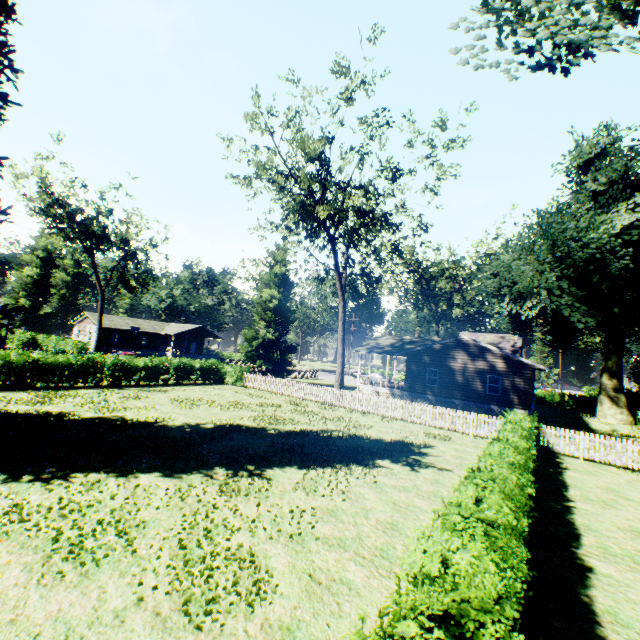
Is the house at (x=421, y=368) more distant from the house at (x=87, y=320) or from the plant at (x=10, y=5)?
the house at (x=87, y=320)

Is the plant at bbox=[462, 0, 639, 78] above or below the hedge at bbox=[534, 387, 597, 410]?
above

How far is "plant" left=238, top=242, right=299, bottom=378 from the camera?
35.41m

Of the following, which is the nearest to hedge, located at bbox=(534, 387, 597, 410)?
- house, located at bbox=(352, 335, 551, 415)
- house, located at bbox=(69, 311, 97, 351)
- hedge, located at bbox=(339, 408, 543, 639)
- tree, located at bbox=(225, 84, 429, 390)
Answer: house, located at bbox=(352, 335, 551, 415)

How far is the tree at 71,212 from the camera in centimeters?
3353cm

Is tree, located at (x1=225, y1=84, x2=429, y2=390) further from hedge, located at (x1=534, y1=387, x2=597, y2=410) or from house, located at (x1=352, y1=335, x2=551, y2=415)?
hedge, located at (x1=534, y1=387, x2=597, y2=410)

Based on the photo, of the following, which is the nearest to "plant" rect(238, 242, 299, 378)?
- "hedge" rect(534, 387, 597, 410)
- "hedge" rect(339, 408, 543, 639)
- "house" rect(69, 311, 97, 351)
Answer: "hedge" rect(534, 387, 597, 410)

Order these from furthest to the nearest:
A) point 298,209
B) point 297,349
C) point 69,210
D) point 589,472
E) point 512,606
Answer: point 297,349 → point 69,210 → point 298,209 → point 589,472 → point 512,606
